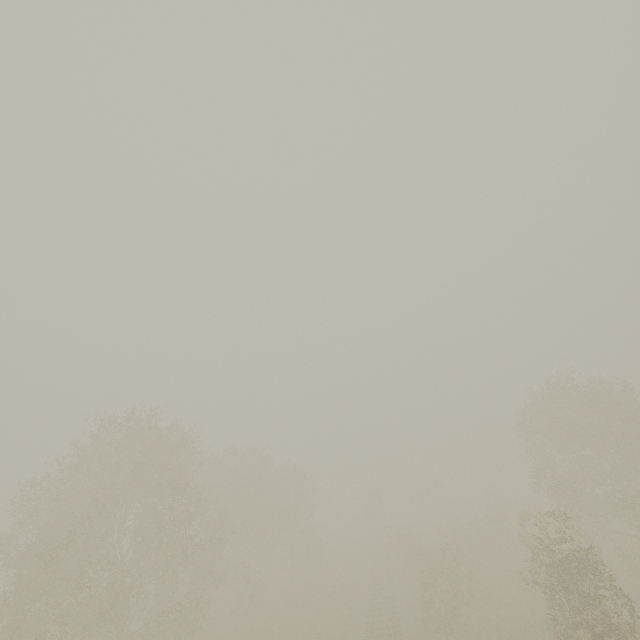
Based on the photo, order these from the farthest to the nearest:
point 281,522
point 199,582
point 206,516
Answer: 1. point 281,522
2. point 206,516
3. point 199,582

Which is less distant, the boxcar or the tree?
the tree

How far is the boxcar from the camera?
52.28m

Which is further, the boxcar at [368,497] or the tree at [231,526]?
the boxcar at [368,497]

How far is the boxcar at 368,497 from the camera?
52.3 meters
